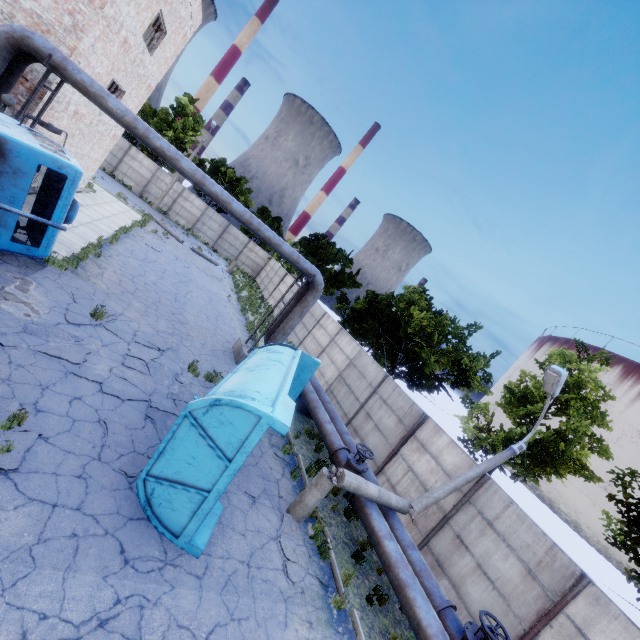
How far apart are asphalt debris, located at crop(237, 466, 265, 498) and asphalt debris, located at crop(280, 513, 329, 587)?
0.8m

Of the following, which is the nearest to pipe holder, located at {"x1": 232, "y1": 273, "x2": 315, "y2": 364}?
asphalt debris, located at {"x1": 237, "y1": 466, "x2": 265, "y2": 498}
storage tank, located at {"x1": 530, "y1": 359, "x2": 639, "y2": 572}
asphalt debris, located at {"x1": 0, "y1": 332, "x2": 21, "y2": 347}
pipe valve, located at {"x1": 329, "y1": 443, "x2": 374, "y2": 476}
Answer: pipe valve, located at {"x1": 329, "y1": 443, "x2": 374, "y2": 476}

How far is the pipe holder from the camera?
13.8 meters

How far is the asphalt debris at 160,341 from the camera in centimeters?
1002cm

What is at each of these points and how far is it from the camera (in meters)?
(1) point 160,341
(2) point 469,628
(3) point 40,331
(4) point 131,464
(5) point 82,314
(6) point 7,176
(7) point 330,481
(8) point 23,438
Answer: (1) asphalt debris, 10.84
(2) pipe valve, 6.56
(3) asphalt debris, 7.38
(4) asphalt debris, 6.12
(5) asphalt debris, 9.08
(6) truck, 7.62
(7) lamp post, 7.95
(8) asphalt debris, 5.13

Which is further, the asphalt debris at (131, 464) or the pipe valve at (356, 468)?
the pipe valve at (356, 468)

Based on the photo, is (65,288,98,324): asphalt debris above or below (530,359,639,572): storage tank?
below

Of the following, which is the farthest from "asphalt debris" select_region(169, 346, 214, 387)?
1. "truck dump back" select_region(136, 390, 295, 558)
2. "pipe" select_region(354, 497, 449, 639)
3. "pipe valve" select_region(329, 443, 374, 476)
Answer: "pipe" select_region(354, 497, 449, 639)
